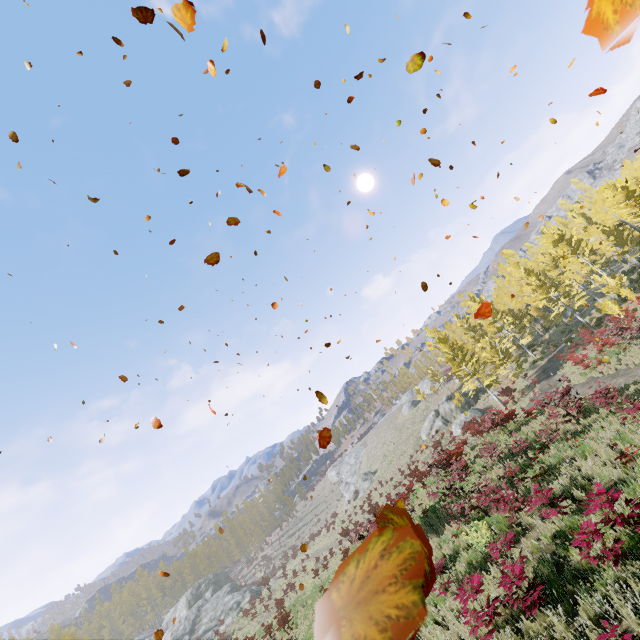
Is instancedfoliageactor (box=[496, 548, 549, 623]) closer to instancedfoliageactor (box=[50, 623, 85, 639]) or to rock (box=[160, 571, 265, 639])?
instancedfoliageactor (box=[50, 623, 85, 639])

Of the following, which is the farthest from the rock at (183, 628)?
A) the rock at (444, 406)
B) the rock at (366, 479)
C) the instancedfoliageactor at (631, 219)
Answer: the rock at (444, 406)

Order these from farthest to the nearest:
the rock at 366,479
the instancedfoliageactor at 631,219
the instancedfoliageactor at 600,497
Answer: the rock at 366,479, the instancedfoliageactor at 631,219, the instancedfoliageactor at 600,497

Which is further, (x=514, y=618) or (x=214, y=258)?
(x=514, y=618)

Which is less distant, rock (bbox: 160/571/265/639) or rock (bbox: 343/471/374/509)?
rock (bbox: 160/571/265/639)

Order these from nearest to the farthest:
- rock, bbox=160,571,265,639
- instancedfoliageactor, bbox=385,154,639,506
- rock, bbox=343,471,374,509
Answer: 1. instancedfoliageactor, bbox=385,154,639,506
2. rock, bbox=160,571,265,639
3. rock, bbox=343,471,374,509

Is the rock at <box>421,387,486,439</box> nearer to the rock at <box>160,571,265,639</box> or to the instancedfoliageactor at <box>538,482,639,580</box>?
the instancedfoliageactor at <box>538,482,639,580</box>

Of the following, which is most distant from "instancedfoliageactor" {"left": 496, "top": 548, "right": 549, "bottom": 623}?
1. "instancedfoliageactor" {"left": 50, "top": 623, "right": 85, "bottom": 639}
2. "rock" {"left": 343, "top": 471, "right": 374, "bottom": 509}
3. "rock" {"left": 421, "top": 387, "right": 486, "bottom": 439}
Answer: "rock" {"left": 343, "top": 471, "right": 374, "bottom": 509}
